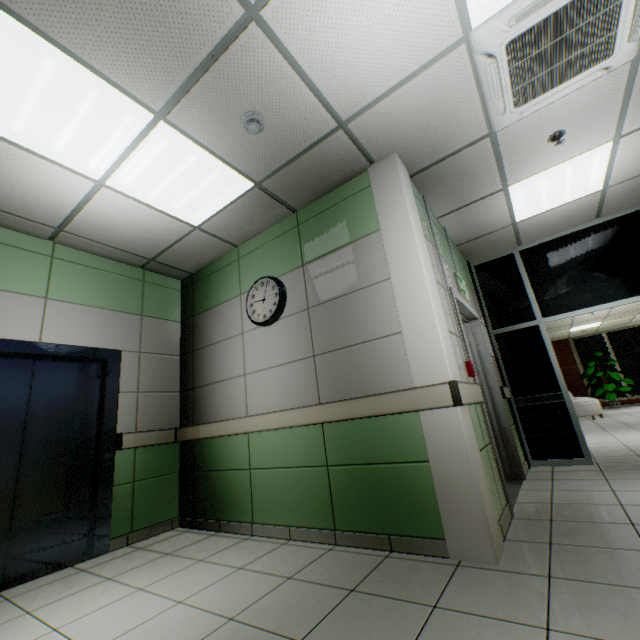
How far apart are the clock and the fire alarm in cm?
151

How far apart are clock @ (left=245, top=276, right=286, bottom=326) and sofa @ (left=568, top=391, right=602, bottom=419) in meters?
11.0 m

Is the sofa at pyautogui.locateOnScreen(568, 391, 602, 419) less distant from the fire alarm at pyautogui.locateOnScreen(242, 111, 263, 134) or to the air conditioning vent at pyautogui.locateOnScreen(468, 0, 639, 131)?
the air conditioning vent at pyautogui.locateOnScreen(468, 0, 639, 131)

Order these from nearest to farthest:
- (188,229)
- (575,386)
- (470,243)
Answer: (188,229)
(470,243)
(575,386)

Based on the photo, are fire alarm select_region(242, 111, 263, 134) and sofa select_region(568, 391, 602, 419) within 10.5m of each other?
no

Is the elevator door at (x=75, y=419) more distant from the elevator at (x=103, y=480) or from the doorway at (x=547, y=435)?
the doorway at (x=547, y=435)

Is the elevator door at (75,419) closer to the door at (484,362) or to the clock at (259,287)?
the clock at (259,287)

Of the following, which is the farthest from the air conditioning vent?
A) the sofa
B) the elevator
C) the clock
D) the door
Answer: the sofa
